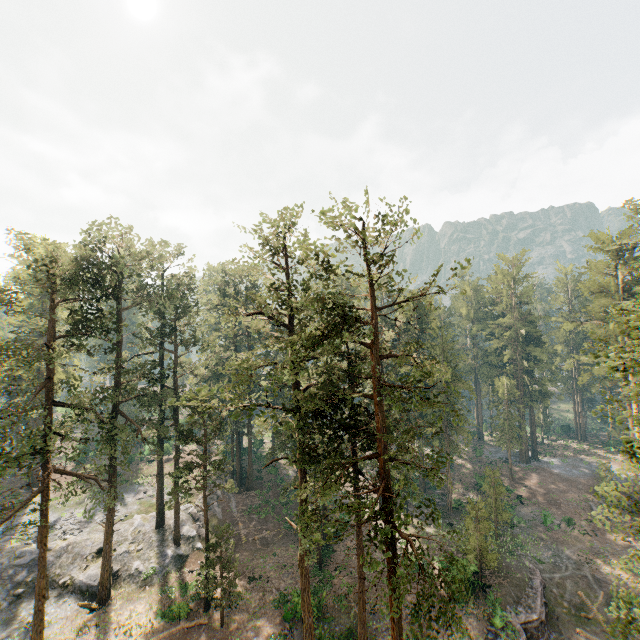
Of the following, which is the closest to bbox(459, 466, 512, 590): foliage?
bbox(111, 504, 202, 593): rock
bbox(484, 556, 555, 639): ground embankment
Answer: bbox(111, 504, 202, 593): rock

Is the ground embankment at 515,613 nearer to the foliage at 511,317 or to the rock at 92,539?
the foliage at 511,317

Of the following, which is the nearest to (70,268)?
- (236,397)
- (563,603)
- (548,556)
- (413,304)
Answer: (236,397)

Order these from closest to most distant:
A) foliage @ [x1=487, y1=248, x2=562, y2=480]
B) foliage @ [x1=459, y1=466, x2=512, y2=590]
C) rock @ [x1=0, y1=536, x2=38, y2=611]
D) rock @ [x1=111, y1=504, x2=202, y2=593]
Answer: rock @ [x1=0, y1=536, x2=38, y2=611]
foliage @ [x1=459, y1=466, x2=512, y2=590]
rock @ [x1=111, y1=504, x2=202, y2=593]
foliage @ [x1=487, y1=248, x2=562, y2=480]

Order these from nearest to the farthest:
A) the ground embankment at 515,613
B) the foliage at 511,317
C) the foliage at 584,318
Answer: the foliage at 584,318 → the ground embankment at 515,613 → the foliage at 511,317

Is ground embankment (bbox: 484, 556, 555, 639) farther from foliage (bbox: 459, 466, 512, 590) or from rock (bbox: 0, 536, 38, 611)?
rock (bbox: 0, 536, 38, 611)

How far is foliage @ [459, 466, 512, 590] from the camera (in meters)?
28.16
